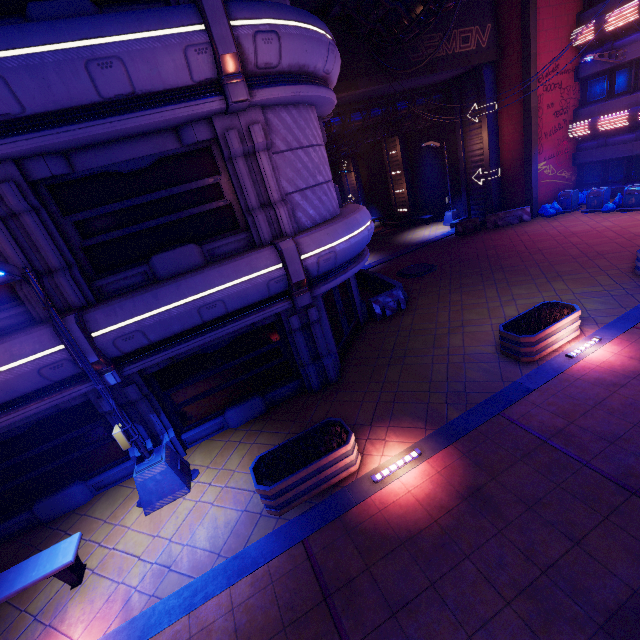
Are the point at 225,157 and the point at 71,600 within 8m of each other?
no

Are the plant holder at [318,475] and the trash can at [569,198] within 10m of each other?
no

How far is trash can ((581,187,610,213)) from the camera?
17.86m

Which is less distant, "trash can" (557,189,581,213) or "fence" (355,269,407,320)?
"fence" (355,269,407,320)

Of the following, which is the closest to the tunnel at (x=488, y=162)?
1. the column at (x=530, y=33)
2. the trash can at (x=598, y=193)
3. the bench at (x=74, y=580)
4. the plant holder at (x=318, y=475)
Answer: the column at (x=530, y=33)

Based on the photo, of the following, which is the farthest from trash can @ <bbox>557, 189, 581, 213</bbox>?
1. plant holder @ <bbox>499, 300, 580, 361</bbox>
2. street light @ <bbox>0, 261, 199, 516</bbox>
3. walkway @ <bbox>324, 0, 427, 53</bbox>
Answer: street light @ <bbox>0, 261, 199, 516</bbox>

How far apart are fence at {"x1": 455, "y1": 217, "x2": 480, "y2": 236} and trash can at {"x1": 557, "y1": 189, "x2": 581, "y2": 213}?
4.3m

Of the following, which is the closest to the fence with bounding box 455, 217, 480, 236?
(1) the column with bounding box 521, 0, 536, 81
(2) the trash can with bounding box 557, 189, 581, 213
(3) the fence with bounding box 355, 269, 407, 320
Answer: (1) the column with bounding box 521, 0, 536, 81
